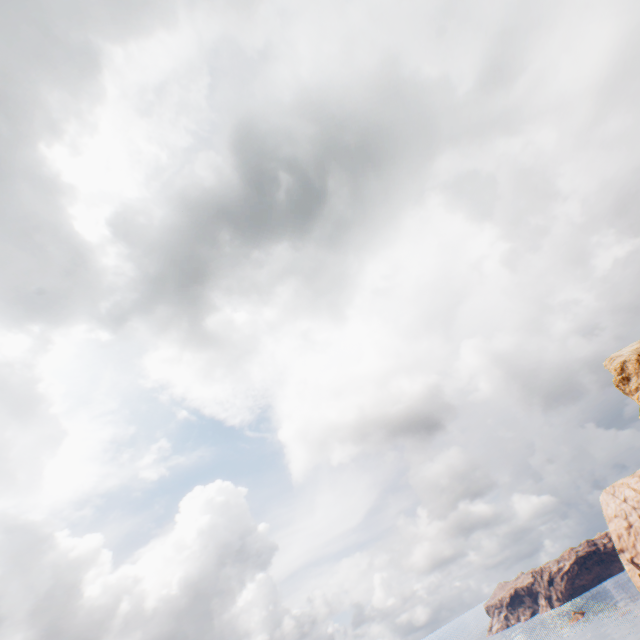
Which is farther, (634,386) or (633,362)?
(633,362)
